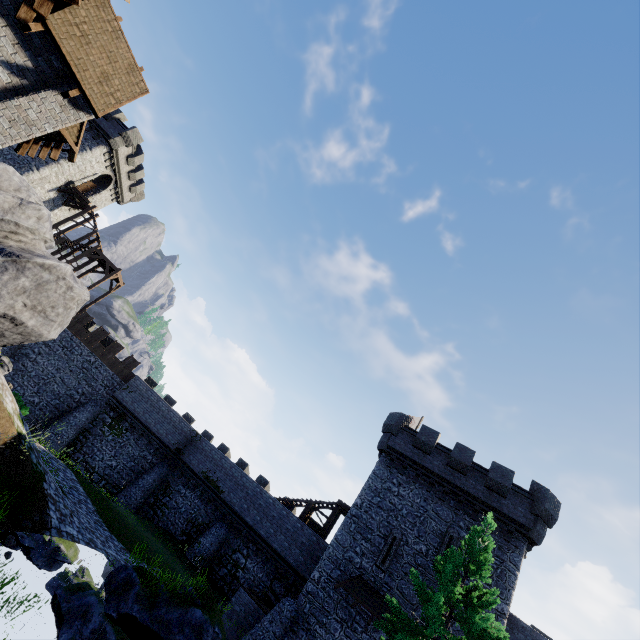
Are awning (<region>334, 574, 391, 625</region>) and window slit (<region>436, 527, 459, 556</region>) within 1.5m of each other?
no

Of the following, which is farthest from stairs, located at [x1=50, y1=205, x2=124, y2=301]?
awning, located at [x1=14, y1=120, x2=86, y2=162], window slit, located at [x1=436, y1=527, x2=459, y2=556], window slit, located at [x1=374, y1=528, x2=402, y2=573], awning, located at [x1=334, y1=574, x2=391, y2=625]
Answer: window slit, located at [x1=436, y1=527, x2=459, y2=556]

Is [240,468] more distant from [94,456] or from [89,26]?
[89,26]

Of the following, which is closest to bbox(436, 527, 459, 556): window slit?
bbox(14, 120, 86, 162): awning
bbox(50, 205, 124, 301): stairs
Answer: bbox(14, 120, 86, 162): awning

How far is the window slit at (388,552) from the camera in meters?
19.5 m

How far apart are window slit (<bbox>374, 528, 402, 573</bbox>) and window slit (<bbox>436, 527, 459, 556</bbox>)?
1.8m

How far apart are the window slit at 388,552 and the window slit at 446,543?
1.85m

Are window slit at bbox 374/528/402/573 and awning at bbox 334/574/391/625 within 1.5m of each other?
yes
